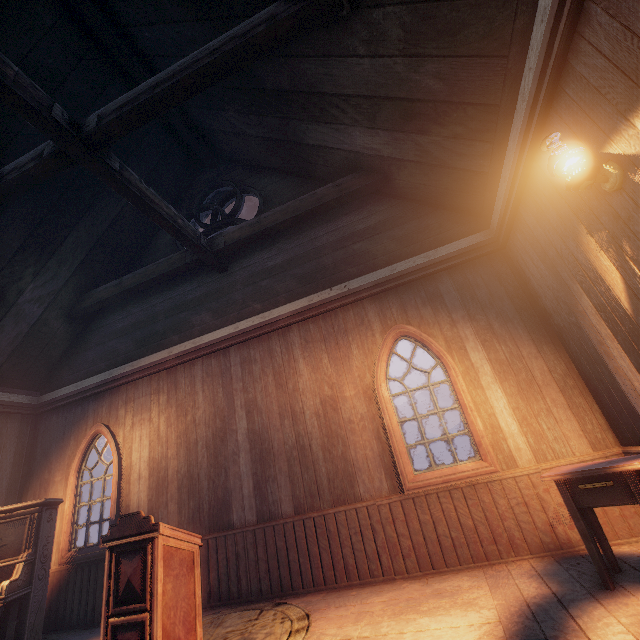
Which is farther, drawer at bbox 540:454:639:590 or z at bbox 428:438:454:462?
z at bbox 428:438:454:462

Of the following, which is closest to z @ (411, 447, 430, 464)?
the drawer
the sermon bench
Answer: the drawer

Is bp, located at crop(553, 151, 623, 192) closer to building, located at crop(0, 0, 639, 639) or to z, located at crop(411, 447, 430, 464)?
building, located at crop(0, 0, 639, 639)

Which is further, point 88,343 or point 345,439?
point 88,343

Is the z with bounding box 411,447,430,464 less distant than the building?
No

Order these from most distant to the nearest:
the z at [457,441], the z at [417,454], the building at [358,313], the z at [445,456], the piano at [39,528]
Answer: the z at [417,454]
the z at [445,456]
the z at [457,441]
the piano at [39,528]
the building at [358,313]

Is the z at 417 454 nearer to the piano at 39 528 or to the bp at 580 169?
the piano at 39 528

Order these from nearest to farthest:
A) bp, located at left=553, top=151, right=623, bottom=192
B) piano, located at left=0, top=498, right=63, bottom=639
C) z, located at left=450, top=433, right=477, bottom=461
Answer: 1. bp, located at left=553, top=151, right=623, bottom=192
2. piano, located at left=0, top=498, right=63, bottom=639
3. z, located at left=450, top=433, right=477, bottom=461
